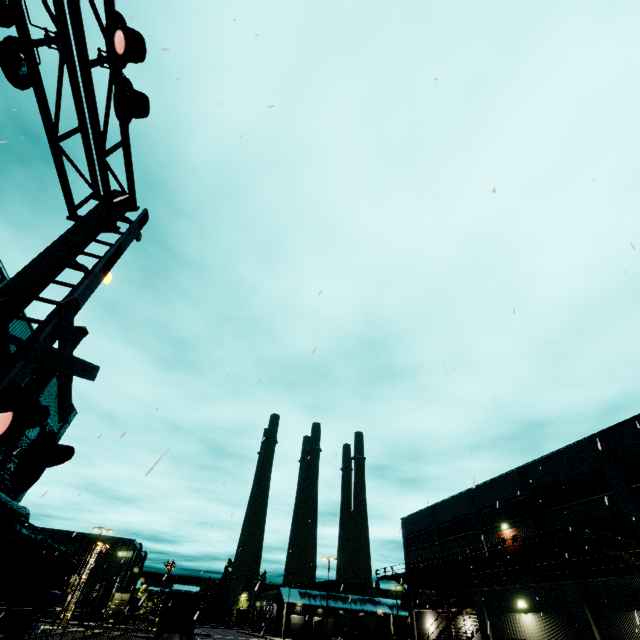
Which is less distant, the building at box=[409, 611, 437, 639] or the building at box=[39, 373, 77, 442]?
the building at box=[39, 373, 77, 442]

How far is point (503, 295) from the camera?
6.6 meters

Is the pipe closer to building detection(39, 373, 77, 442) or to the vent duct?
building detection(39, 373, 77, 442)

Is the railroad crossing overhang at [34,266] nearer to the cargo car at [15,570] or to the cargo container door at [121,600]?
the cargo car at [15,570]

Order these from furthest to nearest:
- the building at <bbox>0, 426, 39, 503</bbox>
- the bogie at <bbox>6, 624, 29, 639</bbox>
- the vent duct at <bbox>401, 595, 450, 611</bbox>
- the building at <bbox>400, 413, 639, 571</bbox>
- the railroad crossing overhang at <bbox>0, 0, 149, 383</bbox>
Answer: the vent duct at <bbox>401, 595, 450, 611</bbox> → the building at <bbox>400, 413, 639, 571</bbox> → the building at <bbox>0, 426, 39, 503</bbox> → the bogie at <bbox>6, 624, 29, 639</bbox> → the railroad crossing overhang at <bbox>0, 0, 149, 383</bbox>

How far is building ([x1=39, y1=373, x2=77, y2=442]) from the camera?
24.6 meters

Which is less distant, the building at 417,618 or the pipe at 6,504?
the pipe at 6,504

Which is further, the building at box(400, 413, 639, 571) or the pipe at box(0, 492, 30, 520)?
the building at box(400, 413, 639, 571)
